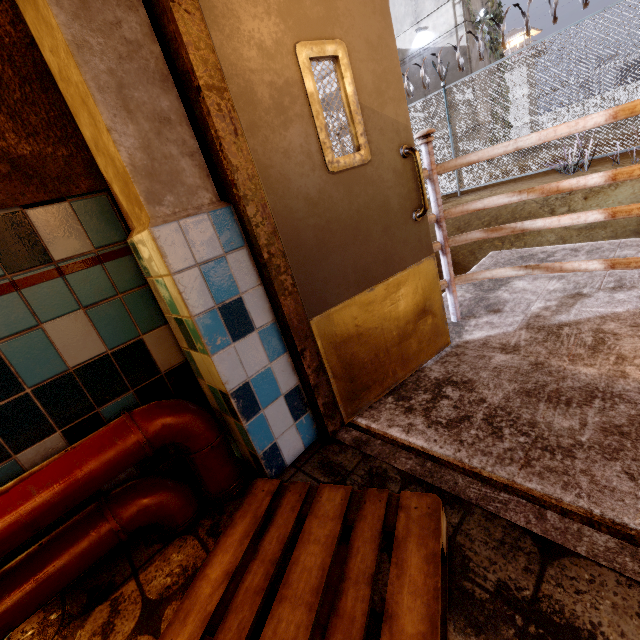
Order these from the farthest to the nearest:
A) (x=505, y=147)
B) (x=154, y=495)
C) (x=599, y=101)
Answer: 1. (x=599, y=101)
2. (x=505, y=147)
3. (x=154, y=495)

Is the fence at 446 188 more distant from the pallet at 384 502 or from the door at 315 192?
the pallet at 384 502

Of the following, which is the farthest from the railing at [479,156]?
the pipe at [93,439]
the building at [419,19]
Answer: the building at [419,19]

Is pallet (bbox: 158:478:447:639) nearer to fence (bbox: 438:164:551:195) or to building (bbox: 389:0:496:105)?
fence (bbox: 438:164:551:195)

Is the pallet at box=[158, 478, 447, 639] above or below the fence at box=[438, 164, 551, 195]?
below

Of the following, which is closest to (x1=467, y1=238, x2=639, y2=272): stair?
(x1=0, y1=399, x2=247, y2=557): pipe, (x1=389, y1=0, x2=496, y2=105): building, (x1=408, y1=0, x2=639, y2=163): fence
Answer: (x1=0, y1=399, x2=247, y2=557): pipe

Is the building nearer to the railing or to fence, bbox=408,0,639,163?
fence, bbox=408,0,639,163

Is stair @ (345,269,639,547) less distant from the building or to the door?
the door
